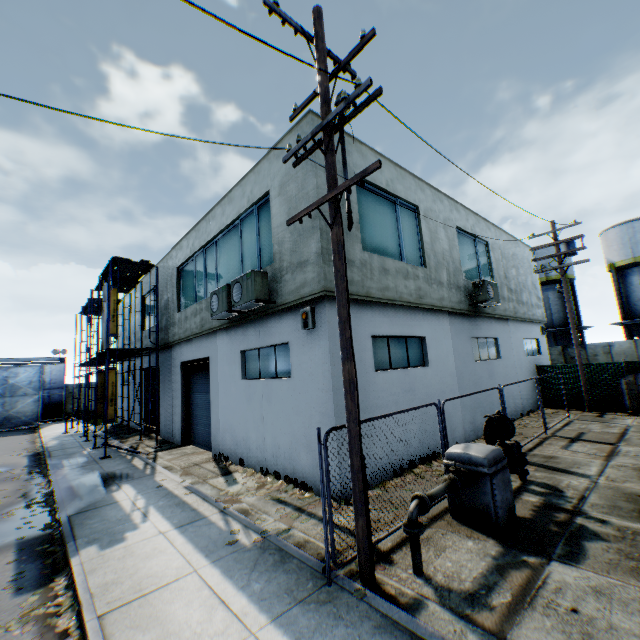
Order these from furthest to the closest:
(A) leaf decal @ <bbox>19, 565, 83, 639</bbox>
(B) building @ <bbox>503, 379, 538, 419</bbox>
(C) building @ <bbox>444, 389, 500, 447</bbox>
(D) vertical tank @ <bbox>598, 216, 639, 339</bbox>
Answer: (D) vertical tank @ <bbox>598, 216, 639, 339</bbox> < (B) building @ <bbox>503, 379, 538, 419</bbox> < (C) building @ <bbox>444, 389, 500, 447</bbox> < (A) leaf decal @ <bbox>19, 565, 83, 639</bbox>

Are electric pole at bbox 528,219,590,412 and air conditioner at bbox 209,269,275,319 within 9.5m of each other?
no

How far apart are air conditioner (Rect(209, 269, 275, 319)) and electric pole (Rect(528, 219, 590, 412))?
15.6 meters

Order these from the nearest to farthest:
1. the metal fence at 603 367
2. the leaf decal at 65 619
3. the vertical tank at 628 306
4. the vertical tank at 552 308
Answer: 1. the leaf decal at 65 619
2. the metal fence at 603 367
3. the vertical tank at 628 306
4. the vertical tank at 552 308

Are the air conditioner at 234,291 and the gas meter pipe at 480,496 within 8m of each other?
yes

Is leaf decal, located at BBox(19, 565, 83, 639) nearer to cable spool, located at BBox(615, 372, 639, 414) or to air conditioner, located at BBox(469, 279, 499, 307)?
air conditioner, located at BBox(469, 279, 499, 307)

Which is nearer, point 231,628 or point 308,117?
point 231,628

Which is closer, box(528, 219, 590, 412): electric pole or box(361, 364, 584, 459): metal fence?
box(361, 364, 584, 459): metal fence
